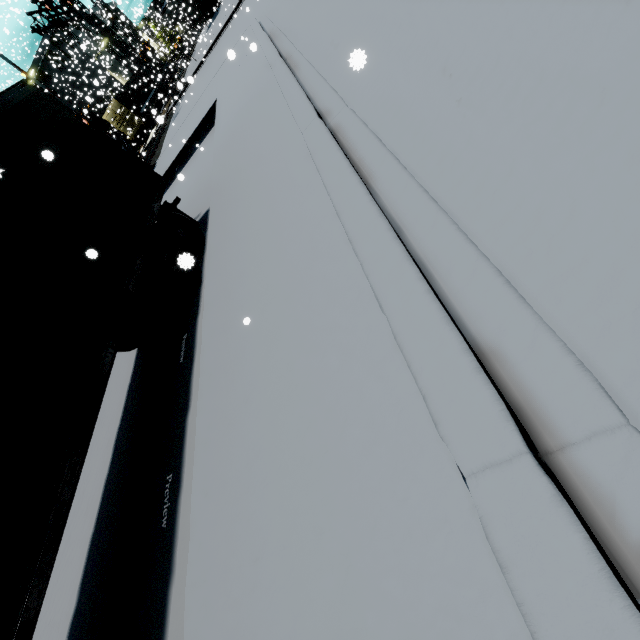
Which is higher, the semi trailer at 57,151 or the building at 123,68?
the building at 123,68

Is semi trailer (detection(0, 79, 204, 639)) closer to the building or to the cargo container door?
the building

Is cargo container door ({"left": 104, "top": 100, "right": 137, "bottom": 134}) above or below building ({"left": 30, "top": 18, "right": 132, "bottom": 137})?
below

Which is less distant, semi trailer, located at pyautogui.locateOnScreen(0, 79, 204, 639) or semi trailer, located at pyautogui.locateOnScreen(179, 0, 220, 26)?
semi trailer, located at pyautogui.locateOnScreen(0, 79, 204, 639)

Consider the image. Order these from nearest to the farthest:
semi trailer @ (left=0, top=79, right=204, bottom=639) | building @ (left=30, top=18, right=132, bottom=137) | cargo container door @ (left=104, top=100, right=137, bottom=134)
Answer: semi trailer @ (left=0, top=79, right=204, bottom=639), cargo container door @ (left=104, top=100, right=137, bottom=134), building @ (left=30, top=18, right=132, bottom=137)

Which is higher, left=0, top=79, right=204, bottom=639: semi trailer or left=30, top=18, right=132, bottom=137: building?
left=30, top=18, right=132, bottom=137: building

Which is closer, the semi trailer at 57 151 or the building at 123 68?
the semi trailer at 57 151

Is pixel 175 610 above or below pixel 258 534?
below
